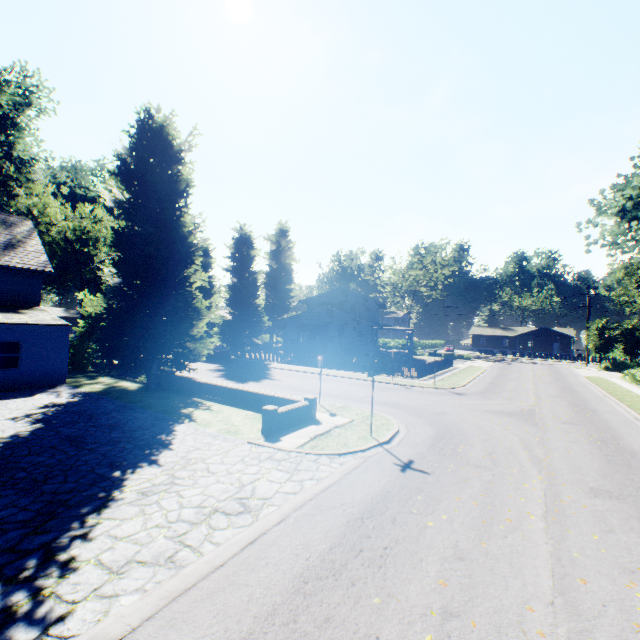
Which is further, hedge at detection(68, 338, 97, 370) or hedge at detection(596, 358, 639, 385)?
hedge at detection(596, 358, 639, 385)

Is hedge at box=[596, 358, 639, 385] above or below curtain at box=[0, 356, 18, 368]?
below

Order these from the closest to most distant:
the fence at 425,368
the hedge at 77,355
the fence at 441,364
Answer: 1. the hedge at 77,355
2. the fence at 425,368
3. the fence at 441,364

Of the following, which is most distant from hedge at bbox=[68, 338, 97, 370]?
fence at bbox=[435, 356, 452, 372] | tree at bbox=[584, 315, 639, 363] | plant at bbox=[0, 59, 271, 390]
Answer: tree at bbox=[584, 315, 639, 363]

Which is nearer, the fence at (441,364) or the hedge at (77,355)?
the hedge at (77,355)

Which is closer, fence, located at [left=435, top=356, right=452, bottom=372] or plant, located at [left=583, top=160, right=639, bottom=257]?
plant, located at [left=583, top=160, right=639, bottom=257]

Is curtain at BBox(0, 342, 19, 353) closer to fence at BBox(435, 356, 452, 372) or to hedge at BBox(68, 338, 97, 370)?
hedge at BBox(68, 338, 97, 370)

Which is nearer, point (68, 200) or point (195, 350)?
point (195, 350)
